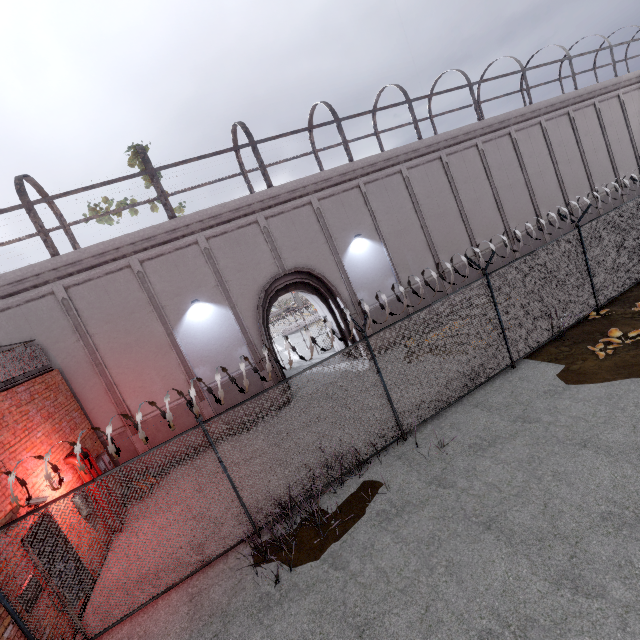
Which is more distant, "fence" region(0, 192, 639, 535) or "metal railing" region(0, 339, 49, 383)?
"metal railing" region(0, 339, 49, 383)

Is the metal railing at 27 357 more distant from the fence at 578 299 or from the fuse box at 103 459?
the fuse box at 103 459

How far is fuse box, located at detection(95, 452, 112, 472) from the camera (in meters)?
9.94

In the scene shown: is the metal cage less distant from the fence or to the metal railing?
the metal railing

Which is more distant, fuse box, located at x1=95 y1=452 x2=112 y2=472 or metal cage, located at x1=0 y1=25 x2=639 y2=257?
metal cage, located at x1=0 y1=25 x2=639 y2=257

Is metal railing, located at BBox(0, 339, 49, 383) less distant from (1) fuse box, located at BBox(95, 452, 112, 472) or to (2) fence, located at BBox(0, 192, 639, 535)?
(2) fence, located at BBox(0, 192, 639, 535)

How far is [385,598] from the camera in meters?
4.8 m

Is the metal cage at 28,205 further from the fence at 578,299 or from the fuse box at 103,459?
the fuse box at 103,459
